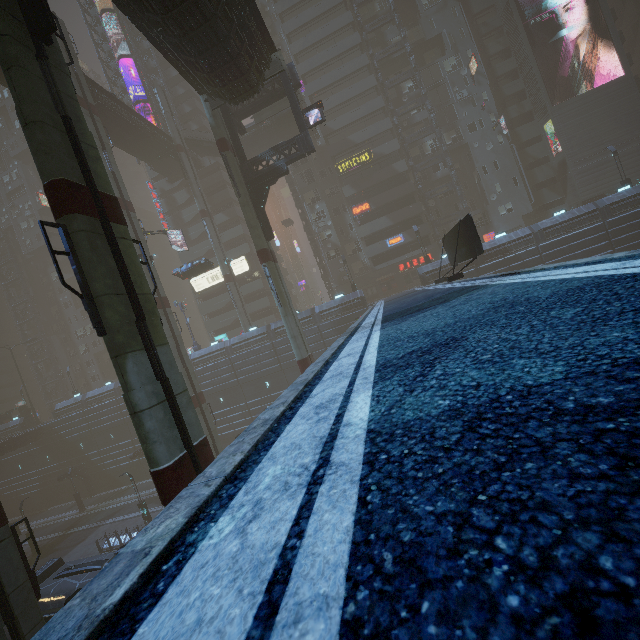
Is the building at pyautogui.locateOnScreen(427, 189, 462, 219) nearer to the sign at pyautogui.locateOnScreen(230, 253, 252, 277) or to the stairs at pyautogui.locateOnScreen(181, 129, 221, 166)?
the sign at pyautogui.locateOnScreen(230, 253, 252, 277)

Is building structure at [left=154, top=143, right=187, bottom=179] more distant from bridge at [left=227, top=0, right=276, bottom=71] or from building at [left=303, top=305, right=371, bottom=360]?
bridge at [left=227, top=0, right=276, bottom=71]

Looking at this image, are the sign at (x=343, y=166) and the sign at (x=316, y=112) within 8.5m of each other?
no

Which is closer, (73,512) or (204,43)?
(204,43)

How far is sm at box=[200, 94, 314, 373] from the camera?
24.47m

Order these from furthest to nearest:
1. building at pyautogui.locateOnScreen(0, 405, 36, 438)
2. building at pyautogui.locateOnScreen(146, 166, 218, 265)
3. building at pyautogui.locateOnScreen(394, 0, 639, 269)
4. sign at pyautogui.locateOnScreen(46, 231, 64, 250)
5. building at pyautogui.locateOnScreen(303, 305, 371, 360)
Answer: sign at pyautogui.locateOnScreen(46, 231, 64, 250), building at pyautogui.locateOnScreen(146, 166, 218, 265), building at pyautogui.locateOnScreen(0, 405, 36, 438), building at pyautogui.locateOnScreen(394, 0, 639, 269), building at pyautogui.locateOnScreen(303, 305, 371, 360)

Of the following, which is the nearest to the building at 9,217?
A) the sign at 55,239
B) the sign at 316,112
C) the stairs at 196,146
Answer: the sign at 55,239

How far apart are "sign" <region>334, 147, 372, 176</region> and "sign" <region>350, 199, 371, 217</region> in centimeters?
434cm
